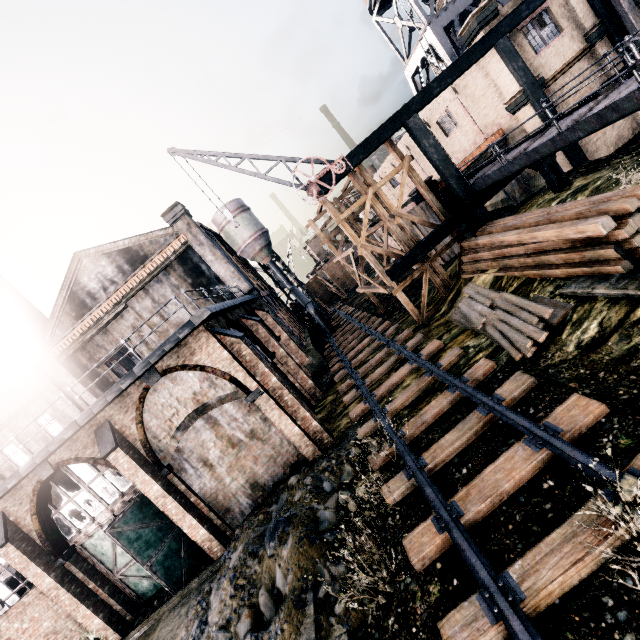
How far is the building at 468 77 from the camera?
17.61m

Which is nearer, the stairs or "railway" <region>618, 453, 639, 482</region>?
"railway" <region>618, 453, 639, 482</region>

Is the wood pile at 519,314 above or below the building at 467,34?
below

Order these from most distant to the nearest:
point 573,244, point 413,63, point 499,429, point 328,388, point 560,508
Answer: point 413,63
point 328,388
point 573,244
point 499,429
point 560,508

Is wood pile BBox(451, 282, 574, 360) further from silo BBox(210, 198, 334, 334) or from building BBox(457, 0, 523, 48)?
silo BBox(210, 198, 334, 334)

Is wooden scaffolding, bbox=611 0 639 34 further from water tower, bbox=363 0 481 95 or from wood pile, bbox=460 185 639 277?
water tower, bbox=363 0 481 95

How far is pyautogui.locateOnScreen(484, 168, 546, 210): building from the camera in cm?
2097

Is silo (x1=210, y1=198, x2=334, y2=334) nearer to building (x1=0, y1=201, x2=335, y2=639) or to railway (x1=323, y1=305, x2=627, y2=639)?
building (x1=0, y1=201, x2=335, y2=639)
